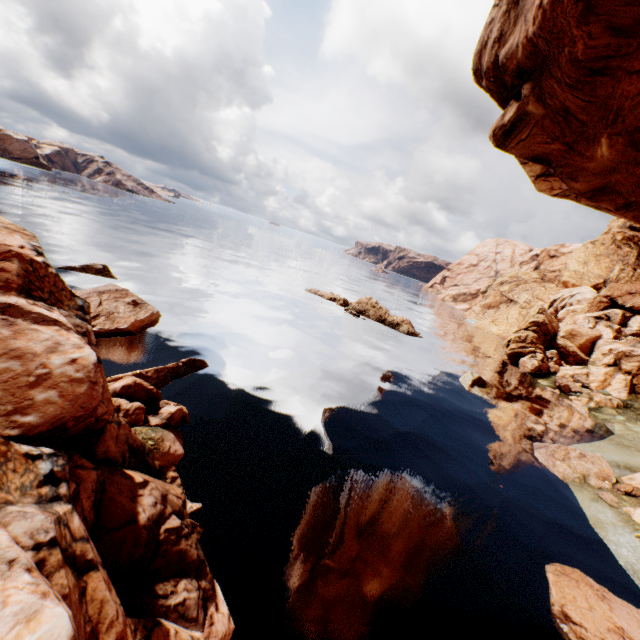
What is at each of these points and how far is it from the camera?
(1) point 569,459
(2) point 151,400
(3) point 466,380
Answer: (1) rock, 19.03m
(2) rock, 11.84m
(3) rock, 28.27m

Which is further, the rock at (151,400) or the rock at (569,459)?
the rock at (569,459)

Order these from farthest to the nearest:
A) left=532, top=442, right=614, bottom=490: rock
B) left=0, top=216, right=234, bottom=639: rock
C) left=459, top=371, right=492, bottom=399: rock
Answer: left=459, top=371, right=492, bottom=399: rock < left=532, top=442, right=614, bottom=490: rock < left=0, top=216, right=234, bottom=639: rock

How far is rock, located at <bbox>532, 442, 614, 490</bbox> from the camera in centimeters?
1769cm

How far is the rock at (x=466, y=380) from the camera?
27.1m

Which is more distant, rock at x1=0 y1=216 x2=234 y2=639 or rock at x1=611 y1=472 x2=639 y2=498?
rock at x1=611 y1=472 x2=639 y2=498
